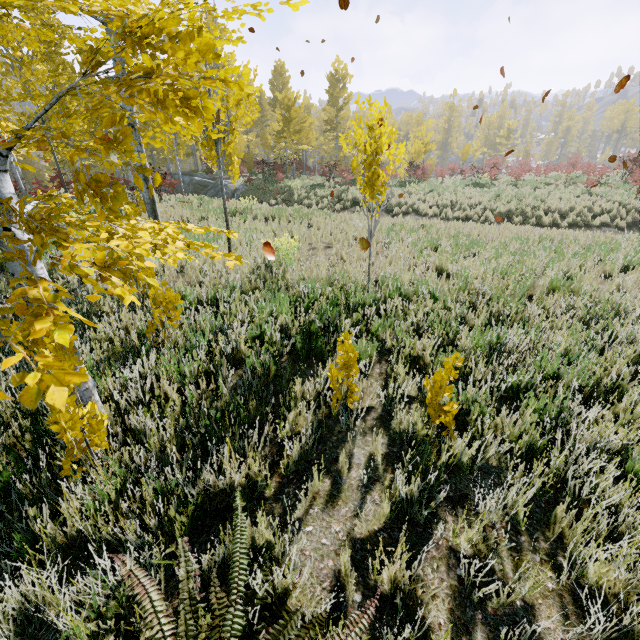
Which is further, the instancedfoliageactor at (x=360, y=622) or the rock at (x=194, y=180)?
the rock at (x=194, y=180)

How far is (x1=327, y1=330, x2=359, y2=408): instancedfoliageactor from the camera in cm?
277

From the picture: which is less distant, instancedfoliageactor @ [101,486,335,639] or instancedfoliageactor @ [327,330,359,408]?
instancedfoliageactor @ [101,486,335,639]

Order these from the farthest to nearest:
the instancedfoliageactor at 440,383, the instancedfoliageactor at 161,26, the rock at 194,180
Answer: the rock at 194,180, the instancedfoliageactor at 440,383, the instancedfoliageactor at 161,26

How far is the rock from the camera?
21.3 meters

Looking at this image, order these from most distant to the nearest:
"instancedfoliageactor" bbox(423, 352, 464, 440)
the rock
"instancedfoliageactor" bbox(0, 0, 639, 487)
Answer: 1. the rock
2. "instancedfoliageactor" bbox(423, 352, 464, 440)
3. "instancedfoliageactor" bbox(0, 0, 639, 487)

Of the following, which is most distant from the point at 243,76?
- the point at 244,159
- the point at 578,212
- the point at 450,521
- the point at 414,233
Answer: the point at 244,159
